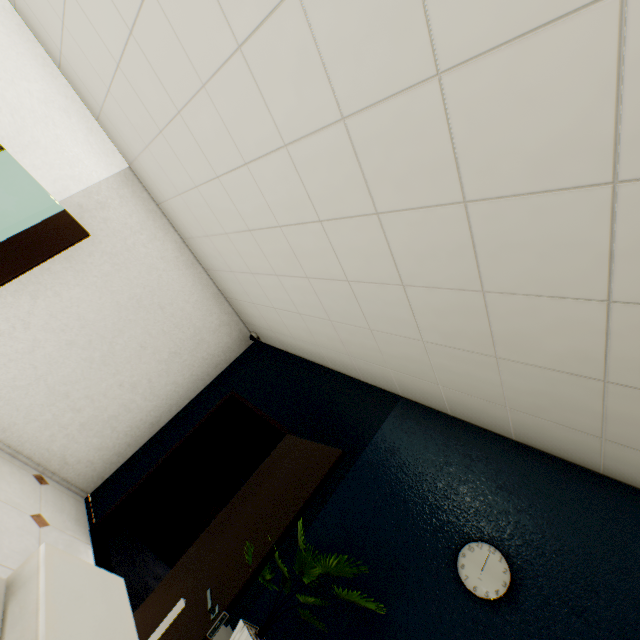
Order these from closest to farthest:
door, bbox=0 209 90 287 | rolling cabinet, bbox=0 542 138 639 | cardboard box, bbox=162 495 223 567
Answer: rolling cabinet, bbox=0 542 138 639 → door, bbox=0 209 90 287 → cardboard box, bbox=162 495 223 567

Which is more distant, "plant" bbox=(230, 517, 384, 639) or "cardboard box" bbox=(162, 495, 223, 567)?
"cardboard box" bbox=(162, 495, 223, 567)

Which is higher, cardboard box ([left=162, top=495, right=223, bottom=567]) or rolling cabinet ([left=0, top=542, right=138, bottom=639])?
rolling cabinet ([left=0, top=542, right=138, bottom=639])

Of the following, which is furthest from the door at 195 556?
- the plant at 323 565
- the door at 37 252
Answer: the door at 37 252

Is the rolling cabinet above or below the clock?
below

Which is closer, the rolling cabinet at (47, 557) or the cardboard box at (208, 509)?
the rolling cabinet at (47, 557)

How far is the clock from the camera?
1.8m

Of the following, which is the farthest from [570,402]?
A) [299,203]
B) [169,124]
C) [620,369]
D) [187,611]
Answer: [169,124]
